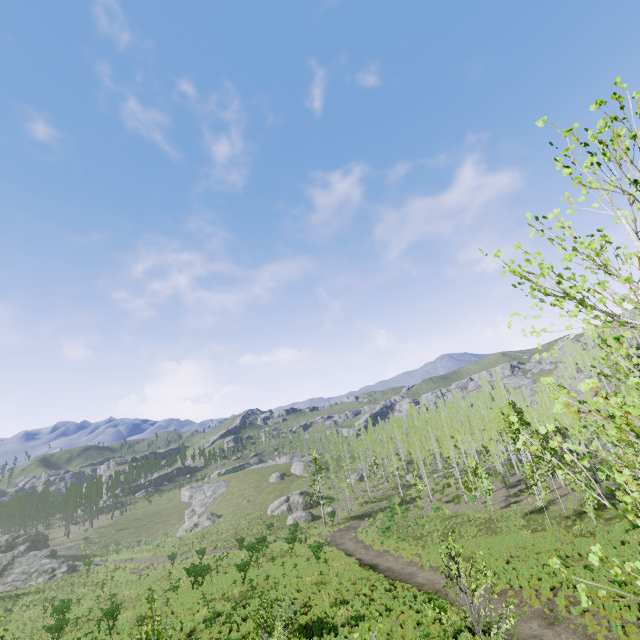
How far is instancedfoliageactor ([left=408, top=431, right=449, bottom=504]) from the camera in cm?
4310

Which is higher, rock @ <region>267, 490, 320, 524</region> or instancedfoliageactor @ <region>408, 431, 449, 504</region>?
instancedfoliageactor @ <region>408, 431, 449, 504</region>

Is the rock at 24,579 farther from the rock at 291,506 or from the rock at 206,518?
the rock at 291,506

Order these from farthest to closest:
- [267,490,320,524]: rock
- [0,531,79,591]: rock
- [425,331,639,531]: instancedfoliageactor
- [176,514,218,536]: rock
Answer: [176,514,218,536]: rock, [267,490,320,524]: rock, [0,531,79,591]: rock, [425,331,639,531]: instancedfoliageactor

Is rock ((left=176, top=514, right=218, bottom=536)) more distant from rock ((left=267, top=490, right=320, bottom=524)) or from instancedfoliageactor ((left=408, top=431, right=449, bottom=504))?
instancedfoliageactor ((left=408, top=431, right=449, bottom=504))

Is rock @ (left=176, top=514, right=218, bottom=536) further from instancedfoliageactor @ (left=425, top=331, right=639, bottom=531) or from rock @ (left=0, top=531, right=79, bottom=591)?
instancedfoliageactor @ (left=425, top=331, right=639, bottom=531)

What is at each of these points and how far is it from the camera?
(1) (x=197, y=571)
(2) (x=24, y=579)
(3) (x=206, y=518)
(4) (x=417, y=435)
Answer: (1) instancedfoliageactor, 24.20m
(2) rock, 41.09m
(3) rock, 59.25m
(4) instancedfoliageactor, 48.62m

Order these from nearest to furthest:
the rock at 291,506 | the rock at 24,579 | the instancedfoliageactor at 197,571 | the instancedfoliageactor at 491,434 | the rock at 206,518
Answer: the instancedfoliageactor at 491,434
the instancedfoliageactor at 197,571
the rock at 24,579
the rock at 291,506
the rock at 206,518
